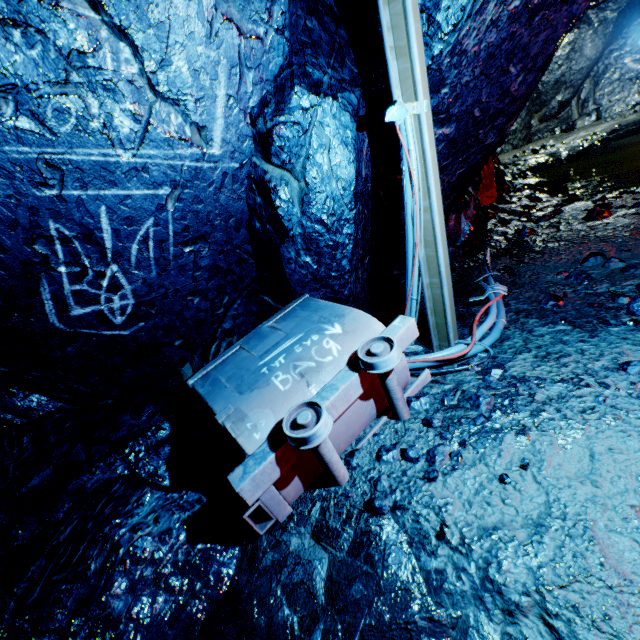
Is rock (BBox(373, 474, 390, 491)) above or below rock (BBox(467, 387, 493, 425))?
below

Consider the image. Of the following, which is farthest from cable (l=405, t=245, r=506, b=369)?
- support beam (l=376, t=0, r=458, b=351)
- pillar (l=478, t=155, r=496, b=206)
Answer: pillar (l=478, t=155, r=496, b=206)

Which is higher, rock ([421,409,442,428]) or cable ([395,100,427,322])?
cable ([395,100,427,322])

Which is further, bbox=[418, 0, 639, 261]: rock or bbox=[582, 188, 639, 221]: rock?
bbox=[582, 188, 639, 221]: rock

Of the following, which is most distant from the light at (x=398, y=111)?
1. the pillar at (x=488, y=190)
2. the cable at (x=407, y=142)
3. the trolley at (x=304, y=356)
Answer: the pillar at (x=488, y=190)

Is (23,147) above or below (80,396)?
above

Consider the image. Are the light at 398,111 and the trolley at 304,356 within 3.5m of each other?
yes
